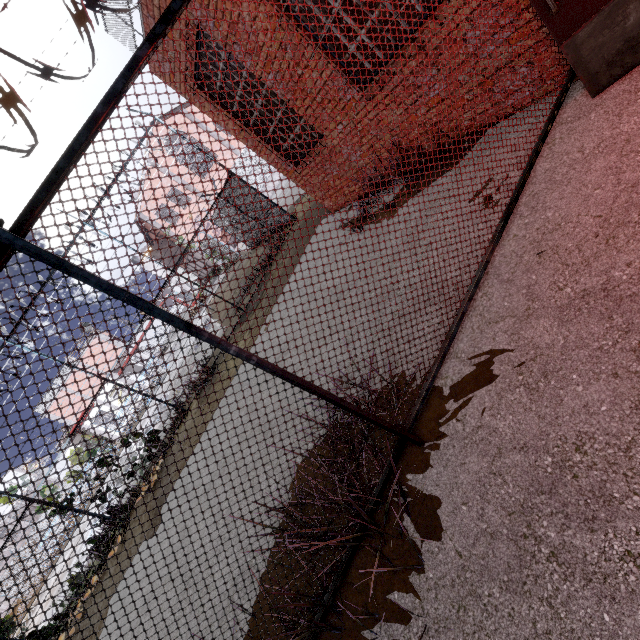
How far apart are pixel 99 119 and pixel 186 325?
1.1 meters

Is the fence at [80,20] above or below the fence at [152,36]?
above

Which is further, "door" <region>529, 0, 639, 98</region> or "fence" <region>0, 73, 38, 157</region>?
"door" <region>529, 0, 639, 98</region>

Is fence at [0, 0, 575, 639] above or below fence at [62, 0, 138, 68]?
below

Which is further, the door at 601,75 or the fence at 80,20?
the door at 601,75
